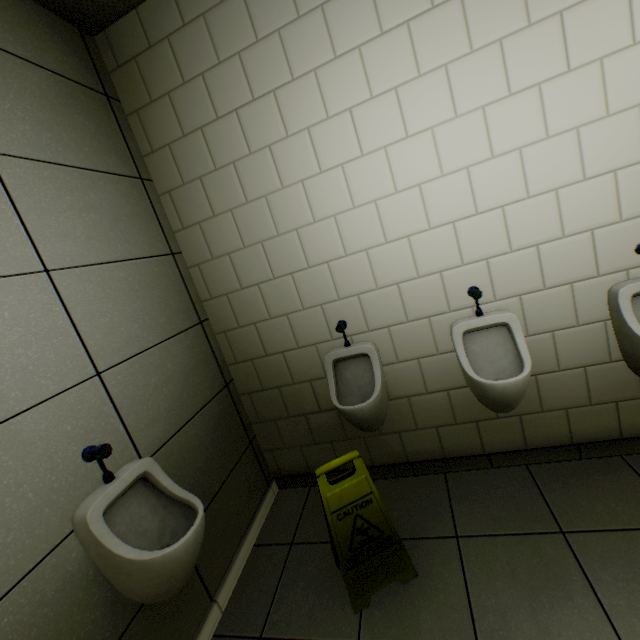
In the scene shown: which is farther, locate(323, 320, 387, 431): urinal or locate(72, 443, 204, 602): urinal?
locate(323, 320, 387, 431): urinal

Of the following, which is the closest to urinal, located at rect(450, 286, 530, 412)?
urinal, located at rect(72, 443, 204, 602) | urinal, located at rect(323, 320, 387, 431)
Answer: urinal, located at rect(323, 320, 387, 431)

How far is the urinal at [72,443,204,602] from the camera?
1.2 meters

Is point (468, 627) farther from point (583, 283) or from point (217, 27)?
point (217, 27)

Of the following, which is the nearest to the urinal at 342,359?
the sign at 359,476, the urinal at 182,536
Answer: the sign at 359,476

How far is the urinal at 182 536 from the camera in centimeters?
121cm

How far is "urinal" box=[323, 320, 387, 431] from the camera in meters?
1.9 m

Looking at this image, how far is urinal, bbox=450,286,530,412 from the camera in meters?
1.6 m
